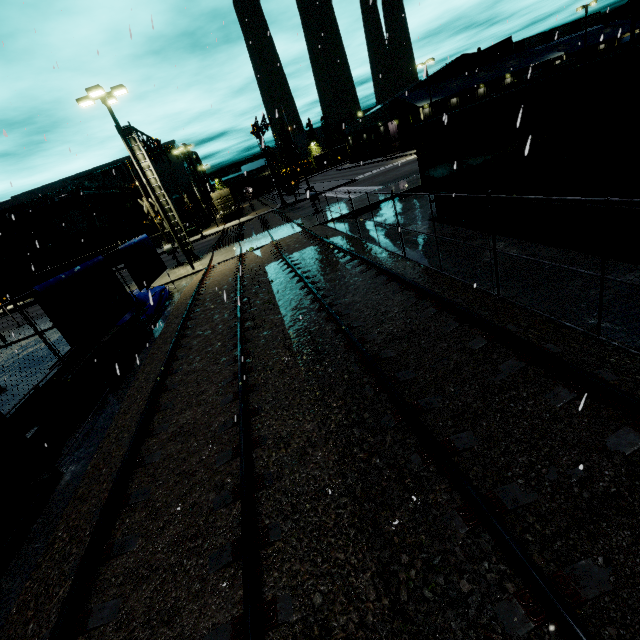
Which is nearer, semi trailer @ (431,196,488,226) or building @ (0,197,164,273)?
semi trailer @ (431,196,488,226)

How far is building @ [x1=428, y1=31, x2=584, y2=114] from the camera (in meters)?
47.25

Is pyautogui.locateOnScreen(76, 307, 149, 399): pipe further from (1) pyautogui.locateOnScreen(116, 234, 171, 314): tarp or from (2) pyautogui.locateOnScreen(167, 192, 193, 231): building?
(2) pyautogui.locateOnScreen(167, 192, 193, 231): building

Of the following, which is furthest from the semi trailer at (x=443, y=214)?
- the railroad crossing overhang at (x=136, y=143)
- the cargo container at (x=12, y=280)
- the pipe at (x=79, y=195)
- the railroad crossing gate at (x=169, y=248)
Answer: the railroad crossing gate at (x=169, y=248)

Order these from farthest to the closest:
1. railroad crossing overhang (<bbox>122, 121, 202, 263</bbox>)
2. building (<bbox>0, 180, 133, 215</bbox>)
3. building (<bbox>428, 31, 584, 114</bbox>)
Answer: building (<bbox>428, 31, 584, 114</bbox>), building (<bbox>0, 180, 133, 215</bbox>), railroad crossing overhang (<bbox>122, 121, 202, 263</bbox>)

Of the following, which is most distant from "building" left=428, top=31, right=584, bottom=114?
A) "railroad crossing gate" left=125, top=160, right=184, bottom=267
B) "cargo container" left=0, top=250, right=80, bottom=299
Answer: "railroad crossing gate" left=125, top=160, right=184, bottom=267

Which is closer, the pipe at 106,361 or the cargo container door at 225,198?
the pipe at 106,361

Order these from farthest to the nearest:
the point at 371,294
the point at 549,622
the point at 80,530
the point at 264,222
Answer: the point at 264,222 → the point at 371,294 → the point at 80,530 → the point at 549,622
